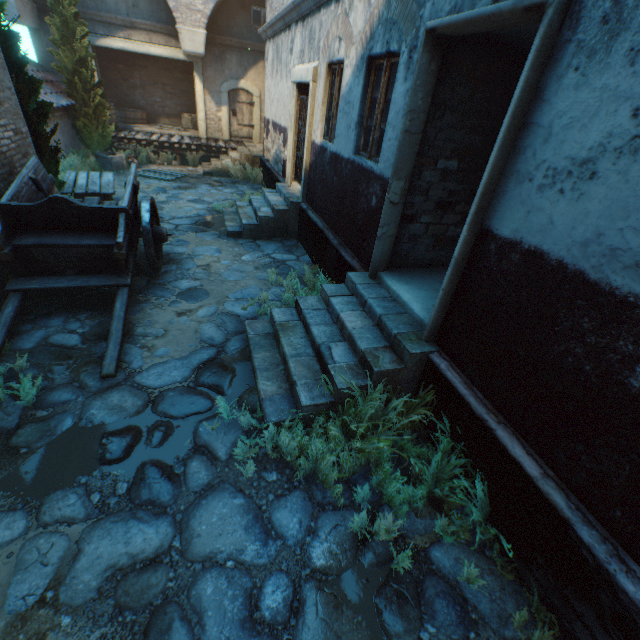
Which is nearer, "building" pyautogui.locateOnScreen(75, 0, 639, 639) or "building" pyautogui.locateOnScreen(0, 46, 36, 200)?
"building" pyautogui.locateOnScreen(75, 0, 639, 639)

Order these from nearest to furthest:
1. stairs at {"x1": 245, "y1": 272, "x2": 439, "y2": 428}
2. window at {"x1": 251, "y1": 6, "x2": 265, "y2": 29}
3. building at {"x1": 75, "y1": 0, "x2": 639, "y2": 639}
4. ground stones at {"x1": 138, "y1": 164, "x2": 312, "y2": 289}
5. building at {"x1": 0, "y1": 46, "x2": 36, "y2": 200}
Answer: building at {"x1": 75, "y1": 0, "x2": 639, "y2": 639} → stairs at {"x1": 245, "y1": 272, "x2": 439, "y2": 428} → building at {"x1": 0, "y1": 46, "x2": 36, "y2": 200} → ground stones at {"x1": 138, "y1": 164, "x2": 312, "y2": 289} → window at {"x1": 251, "y1": 6, "x2": 265, "y2": 29}

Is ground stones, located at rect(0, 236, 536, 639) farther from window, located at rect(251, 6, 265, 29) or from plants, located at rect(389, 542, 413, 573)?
window, located at rect(251, 6, 265, 29)

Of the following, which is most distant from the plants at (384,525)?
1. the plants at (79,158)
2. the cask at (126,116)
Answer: the cask at (126,116)

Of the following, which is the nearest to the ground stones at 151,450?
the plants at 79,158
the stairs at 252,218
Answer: the stairs at 252,218

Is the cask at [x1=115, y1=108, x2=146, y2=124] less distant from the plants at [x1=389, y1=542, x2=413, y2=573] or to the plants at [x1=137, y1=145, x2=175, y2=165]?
the plants at [x1=137, y1=145, x2=175, y2=165]

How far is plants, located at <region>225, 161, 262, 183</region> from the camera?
13.1 meters

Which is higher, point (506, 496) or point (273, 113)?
point (273, 113)
